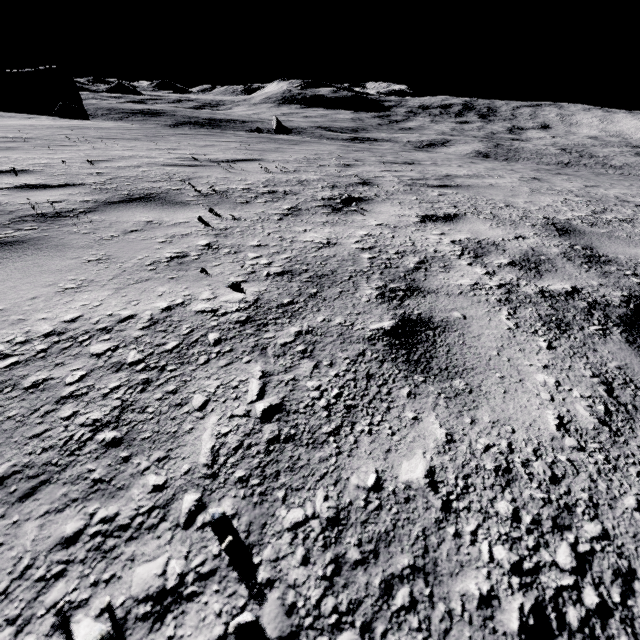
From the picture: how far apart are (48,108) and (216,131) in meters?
44.0 m

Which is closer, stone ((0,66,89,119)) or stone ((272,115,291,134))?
stone ((0,66,89,119))

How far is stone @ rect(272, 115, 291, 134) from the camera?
42.1 meters

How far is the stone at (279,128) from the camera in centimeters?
4206cm

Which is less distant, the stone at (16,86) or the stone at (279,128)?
the stone at (16,86)

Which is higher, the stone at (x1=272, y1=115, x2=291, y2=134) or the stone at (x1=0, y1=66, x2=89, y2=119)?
the stone at (x1=0, y1=66, x2=89, y2=119)
